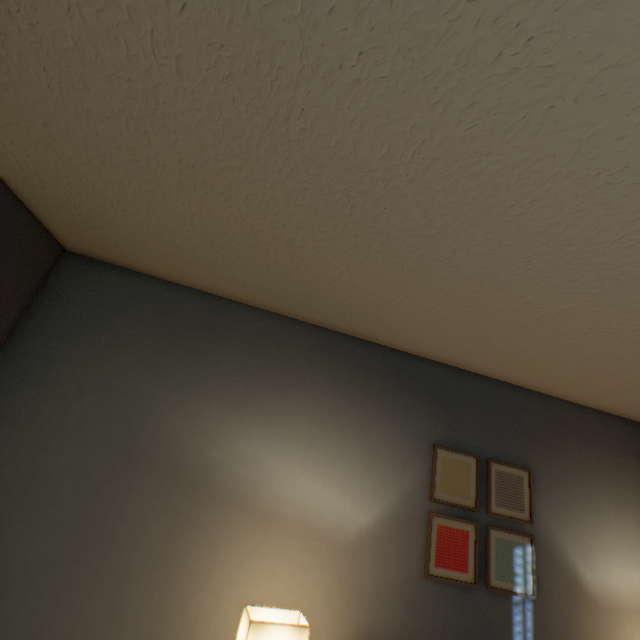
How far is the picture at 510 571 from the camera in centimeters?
199cm

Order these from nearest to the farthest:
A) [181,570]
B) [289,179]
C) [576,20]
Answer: [576,20], [289,179], [181,570]

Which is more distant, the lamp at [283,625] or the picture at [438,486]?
the picture at [438,486]

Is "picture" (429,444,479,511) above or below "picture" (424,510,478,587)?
above

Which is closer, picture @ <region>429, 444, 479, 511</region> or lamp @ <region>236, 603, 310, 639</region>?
lamp @ <region>236, 603, 310, 639</region>

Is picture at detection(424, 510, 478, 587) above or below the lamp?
above

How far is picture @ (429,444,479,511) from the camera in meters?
2.1
